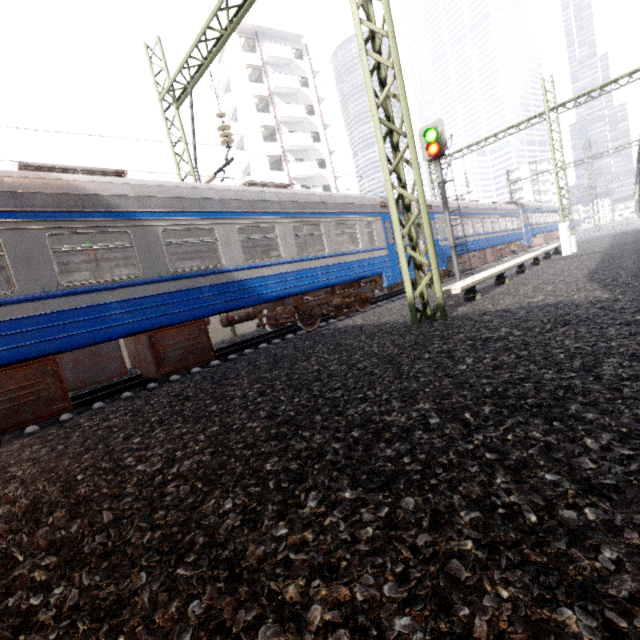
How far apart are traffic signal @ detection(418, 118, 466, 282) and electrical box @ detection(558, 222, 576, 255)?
6.0m

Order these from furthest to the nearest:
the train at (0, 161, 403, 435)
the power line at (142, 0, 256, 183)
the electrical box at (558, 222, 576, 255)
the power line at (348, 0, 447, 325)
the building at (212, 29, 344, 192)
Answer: the building at (212, 29, 344, 192), the electrical box at (558, 222, 576, 255), the power line at (142, 0, 256, 183), the power line at (348, 0, 447, 325), the train at (0, 161, 403, 435)

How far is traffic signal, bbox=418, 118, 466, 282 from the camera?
11.41m

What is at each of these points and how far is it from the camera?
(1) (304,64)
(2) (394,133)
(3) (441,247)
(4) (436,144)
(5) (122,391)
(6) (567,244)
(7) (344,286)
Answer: (1) building, 36.3m
(2) power line, 6.2m
(3) train, 15.1m
(4) traffic signal, 11.3m
(5) train track, 6.8m
(6) electrical box, 14.4m
(7) train, 11.5m

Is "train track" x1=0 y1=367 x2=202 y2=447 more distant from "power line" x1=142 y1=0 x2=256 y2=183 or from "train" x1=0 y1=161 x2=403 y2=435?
"power line" x1=142 y1=0 x2=256 y2=183

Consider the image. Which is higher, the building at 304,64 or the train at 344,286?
the building at 304,64

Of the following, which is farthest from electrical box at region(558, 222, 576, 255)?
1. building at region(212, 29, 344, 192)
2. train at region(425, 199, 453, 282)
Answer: building at region(212, 29, 344, 192)

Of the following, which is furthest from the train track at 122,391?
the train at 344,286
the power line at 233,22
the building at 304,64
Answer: the building at 304,64
